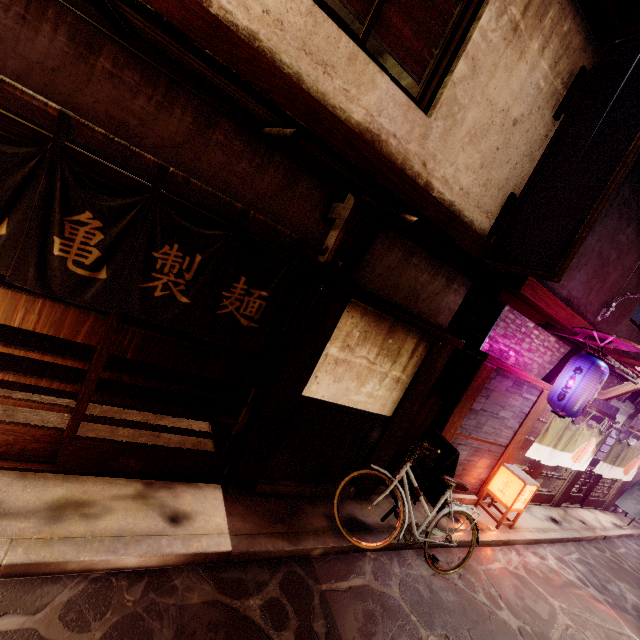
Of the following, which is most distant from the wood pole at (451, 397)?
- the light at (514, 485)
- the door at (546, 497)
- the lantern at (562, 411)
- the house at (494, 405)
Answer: the door at (546, 497)

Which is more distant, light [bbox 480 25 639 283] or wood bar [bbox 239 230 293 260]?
light [bbox 480 25 639 283]

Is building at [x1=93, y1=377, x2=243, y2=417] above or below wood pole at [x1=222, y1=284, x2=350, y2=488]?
below

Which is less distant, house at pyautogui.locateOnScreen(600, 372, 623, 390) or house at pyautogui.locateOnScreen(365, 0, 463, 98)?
house at pyautogui.locateOnScreen(365, 0, 463, 98)

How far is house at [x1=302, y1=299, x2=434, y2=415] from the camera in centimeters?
745cm

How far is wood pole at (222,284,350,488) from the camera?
6.9m

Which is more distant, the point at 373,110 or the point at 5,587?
the point at 373,110

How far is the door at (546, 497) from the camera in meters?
14.4
